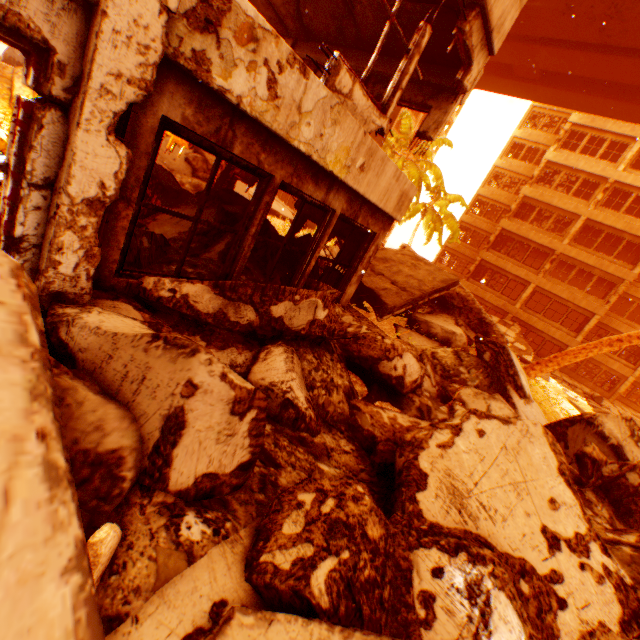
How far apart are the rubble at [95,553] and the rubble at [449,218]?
25.69m

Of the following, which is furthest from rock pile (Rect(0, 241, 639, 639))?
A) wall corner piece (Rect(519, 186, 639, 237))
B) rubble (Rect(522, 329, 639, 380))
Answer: wall corner piece (Rect(519, 186, 639, 237))

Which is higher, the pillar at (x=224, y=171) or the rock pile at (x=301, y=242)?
the pillar at (x=224, y=171)

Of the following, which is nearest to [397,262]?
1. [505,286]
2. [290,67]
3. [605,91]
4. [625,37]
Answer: [290,67]

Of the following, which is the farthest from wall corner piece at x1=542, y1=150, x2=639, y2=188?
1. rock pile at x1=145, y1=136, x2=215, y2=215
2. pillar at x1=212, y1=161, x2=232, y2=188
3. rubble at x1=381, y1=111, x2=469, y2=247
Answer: pillar at x1=212, y1=161, x2=232, y2=188

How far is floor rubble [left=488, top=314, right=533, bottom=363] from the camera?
23.7 meters

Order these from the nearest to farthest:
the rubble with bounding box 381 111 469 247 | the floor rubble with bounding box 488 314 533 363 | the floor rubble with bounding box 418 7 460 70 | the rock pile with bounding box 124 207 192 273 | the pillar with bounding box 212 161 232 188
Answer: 1. the rock pile with bounding box 124 207 192 273
2. the floor rubble with bounding box 418 7 460 70
3. the pillar with bounding box 212 161 232 188
4. the rubble with bounding box 381 111 469 247
5. the floor rubble with bounding box 488 314 533 363

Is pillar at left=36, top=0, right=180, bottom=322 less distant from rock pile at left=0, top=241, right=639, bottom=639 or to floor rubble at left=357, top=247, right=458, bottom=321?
rock pile at left=0, top=241, right=639, bottom=639
